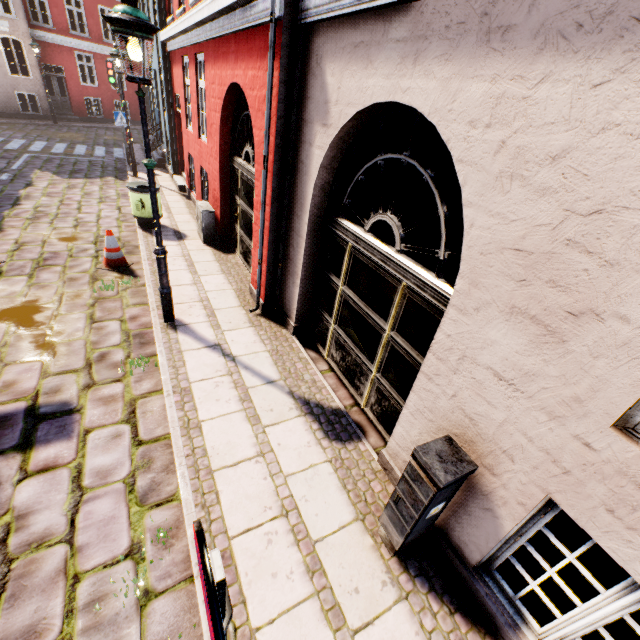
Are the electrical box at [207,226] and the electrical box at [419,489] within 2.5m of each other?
no

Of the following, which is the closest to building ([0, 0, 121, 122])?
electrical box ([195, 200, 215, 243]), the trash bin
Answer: electrical box ([195, 200, 215, 243])

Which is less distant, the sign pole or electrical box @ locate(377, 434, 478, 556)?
the sign pole

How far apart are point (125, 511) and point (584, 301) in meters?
3.9 m

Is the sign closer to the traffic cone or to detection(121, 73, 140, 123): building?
detection(121, 73, 140, 123): building

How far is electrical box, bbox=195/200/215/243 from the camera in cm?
763

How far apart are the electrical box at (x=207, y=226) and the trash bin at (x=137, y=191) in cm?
91

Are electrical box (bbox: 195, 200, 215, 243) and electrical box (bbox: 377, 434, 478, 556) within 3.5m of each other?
no
